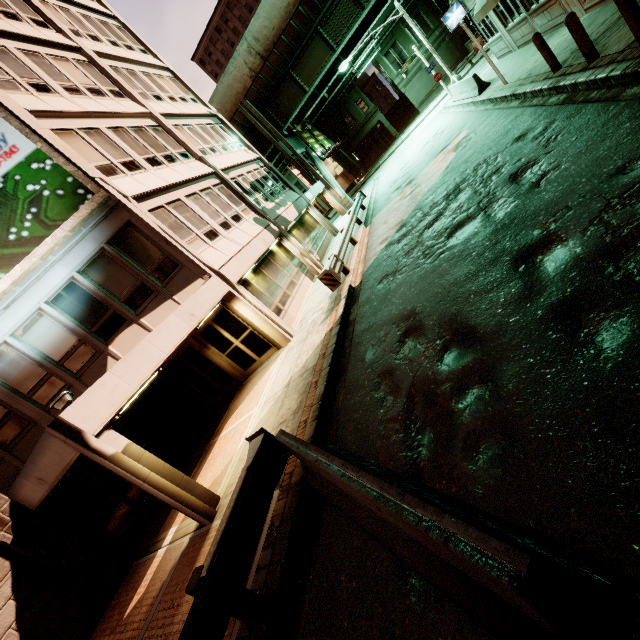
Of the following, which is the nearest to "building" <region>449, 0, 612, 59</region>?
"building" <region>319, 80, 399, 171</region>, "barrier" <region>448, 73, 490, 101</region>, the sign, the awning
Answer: the awning

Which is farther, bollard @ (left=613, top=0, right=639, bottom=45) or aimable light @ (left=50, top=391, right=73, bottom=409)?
aimable light @ (left=50, top=391, right=73, bottom=409)

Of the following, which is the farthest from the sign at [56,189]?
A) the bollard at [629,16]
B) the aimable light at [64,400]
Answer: the bollard at [629,16]

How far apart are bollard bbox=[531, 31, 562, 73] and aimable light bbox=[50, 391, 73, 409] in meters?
15.2 m

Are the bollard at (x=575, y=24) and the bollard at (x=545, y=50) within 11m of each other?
yes

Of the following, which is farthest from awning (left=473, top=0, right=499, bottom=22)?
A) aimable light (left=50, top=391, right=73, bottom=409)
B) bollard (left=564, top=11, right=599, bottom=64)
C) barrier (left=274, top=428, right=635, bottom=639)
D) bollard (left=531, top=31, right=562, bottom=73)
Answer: aimable light (left=50, top=391, right=73, bottom=409)

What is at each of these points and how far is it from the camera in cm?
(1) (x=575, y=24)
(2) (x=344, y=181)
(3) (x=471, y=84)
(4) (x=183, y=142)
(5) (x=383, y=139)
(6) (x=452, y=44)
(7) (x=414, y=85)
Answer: (1) bollard, 750
(2) building, 5950
(3) barrier, 1738
(4) building, 1602
(5) building, 4634
(6) building, 3831
(7) building, 4112

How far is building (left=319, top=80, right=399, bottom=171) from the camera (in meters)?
43.78
